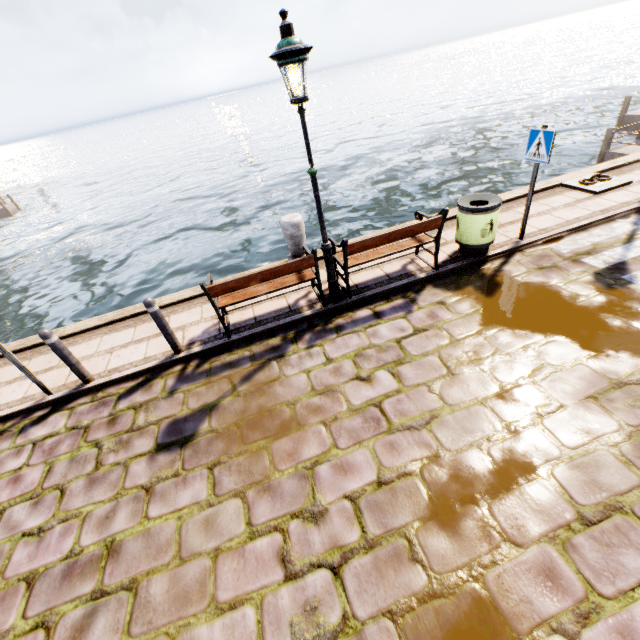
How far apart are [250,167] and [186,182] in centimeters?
595cm

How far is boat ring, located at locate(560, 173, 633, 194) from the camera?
7.32m

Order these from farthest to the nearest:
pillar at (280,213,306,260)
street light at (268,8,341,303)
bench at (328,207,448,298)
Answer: pillar at (280,213,306,260) → bench at (328,207,448,298) → street light at (268,8,341,303)

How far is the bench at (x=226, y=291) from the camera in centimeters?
489cm

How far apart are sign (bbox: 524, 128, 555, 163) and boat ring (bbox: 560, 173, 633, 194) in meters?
3.1

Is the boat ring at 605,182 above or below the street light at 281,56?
below

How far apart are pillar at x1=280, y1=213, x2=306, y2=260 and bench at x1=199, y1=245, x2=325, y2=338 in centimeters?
85cm

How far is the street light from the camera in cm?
355
